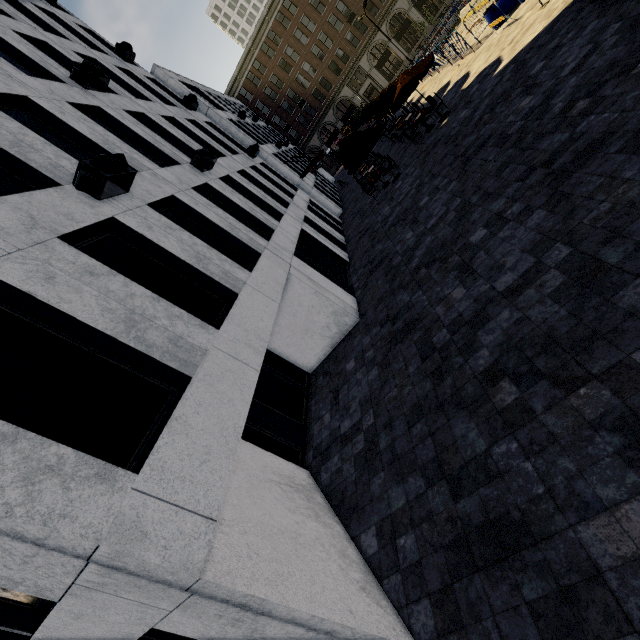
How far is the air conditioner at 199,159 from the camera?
10.7m

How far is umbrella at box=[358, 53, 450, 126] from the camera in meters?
14.4 m

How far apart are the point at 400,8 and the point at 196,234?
53.9 meters

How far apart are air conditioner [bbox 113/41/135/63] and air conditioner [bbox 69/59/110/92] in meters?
7.9

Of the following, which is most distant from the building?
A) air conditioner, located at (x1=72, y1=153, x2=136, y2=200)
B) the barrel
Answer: air conditioner, located at (x1=72, y1=153, x2=136, y2=200)

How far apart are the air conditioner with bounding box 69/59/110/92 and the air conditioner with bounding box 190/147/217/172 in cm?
347

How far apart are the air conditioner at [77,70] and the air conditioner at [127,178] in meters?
5.8 m

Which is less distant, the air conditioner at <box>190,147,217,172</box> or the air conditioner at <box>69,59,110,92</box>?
the air conditioner at <box>69,59,110,92</box>
